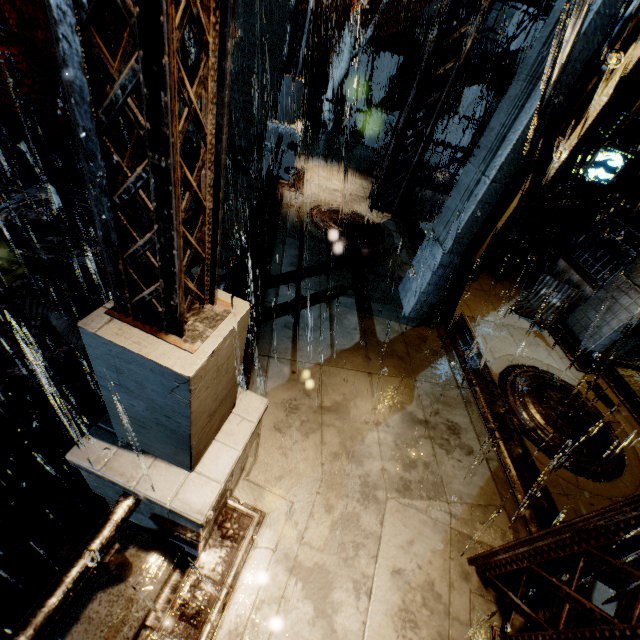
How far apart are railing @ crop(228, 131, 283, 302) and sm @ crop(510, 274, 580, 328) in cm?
676

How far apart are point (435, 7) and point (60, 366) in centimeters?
2487cm

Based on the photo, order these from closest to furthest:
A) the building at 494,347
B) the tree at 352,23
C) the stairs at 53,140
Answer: the building at 494,347 < the tree at 352,23 < the stairs at 53,140

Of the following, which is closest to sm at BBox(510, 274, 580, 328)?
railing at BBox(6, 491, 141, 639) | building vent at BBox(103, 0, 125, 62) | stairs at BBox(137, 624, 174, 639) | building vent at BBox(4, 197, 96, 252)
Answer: stairs at BBox(137, 624, 174, 639)

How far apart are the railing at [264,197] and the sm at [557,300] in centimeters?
676cm

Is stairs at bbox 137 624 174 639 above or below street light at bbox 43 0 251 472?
below

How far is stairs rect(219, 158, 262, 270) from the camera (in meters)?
13.62

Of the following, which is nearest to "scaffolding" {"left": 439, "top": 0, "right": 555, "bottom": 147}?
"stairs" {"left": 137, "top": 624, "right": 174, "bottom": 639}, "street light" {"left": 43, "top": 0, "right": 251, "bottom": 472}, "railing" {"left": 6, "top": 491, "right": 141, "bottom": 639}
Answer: "street light" {"left": 43, "top": 0, "right": 251, "bottom": 472}
